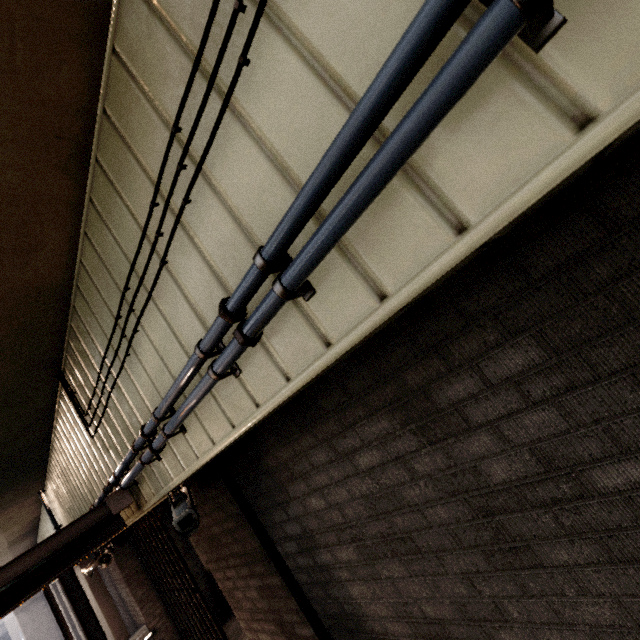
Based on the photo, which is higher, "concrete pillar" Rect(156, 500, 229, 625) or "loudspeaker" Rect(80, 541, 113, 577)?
"loudspeaker" Rect(80, 541, 113, 577)

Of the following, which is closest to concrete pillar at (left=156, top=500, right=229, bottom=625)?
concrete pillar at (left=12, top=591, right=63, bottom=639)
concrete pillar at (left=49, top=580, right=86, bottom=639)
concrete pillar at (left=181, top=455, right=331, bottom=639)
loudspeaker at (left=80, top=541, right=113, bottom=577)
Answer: loudspeaker at (left=80, top=541, right=113, bottom=577)

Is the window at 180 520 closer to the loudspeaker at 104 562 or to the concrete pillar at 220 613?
the loudspeaker at 104 562

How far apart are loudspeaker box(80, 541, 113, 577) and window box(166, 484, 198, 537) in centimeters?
555cm

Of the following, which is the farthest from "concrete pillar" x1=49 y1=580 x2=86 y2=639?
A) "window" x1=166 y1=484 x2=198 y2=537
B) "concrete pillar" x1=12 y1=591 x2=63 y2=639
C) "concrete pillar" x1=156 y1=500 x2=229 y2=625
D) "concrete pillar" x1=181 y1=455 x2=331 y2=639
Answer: "window" x1=166 y1=484 x2=198 y2=537

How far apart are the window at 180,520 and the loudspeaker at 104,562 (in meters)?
5.55

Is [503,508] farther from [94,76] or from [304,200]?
[94,76]

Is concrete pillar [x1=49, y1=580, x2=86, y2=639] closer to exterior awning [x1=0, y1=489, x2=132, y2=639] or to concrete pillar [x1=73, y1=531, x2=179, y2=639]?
concrete pillar [x1=73, y1=531, x2=179, y2=639]
